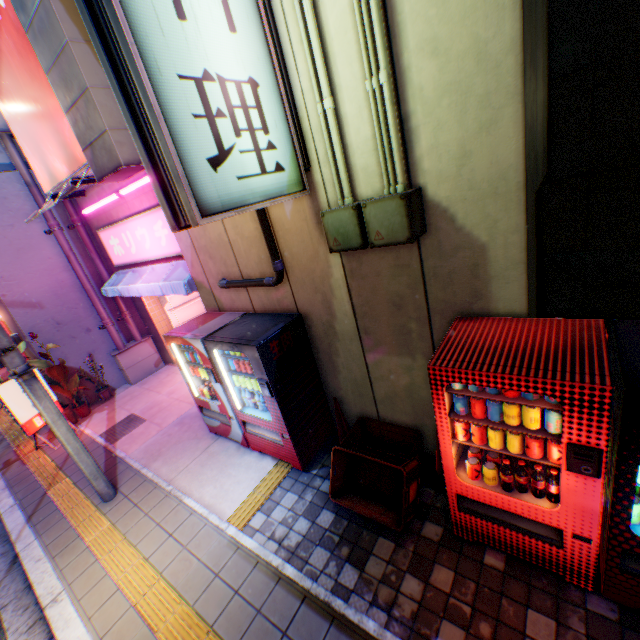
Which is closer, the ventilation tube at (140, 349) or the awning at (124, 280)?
the awning at (124, 280)

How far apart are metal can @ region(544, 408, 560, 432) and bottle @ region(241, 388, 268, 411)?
2.5m

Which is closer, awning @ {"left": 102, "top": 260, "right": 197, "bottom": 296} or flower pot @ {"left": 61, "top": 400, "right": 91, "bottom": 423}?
awning @ {"left": 102, "top": 260, "right": 197, "bottom": 296}

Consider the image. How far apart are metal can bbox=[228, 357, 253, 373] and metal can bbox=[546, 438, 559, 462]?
2.5 meters

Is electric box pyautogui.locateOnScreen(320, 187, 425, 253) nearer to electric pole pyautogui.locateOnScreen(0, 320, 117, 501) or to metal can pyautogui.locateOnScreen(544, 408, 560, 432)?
metal can pyautogui.locateOnScreen(544, 408, 560, 432)

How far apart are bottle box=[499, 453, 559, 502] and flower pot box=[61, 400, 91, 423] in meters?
8.8 m

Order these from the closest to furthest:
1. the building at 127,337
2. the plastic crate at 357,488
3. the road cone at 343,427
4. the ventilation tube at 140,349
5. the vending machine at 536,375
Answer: the vending machine at 536,375 < the plastic crate at 357,488 < the road cone at 343,427 < the building at 127,337 < the ventilation tube at 140,349

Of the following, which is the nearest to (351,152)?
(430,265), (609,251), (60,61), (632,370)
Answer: (430,265)
